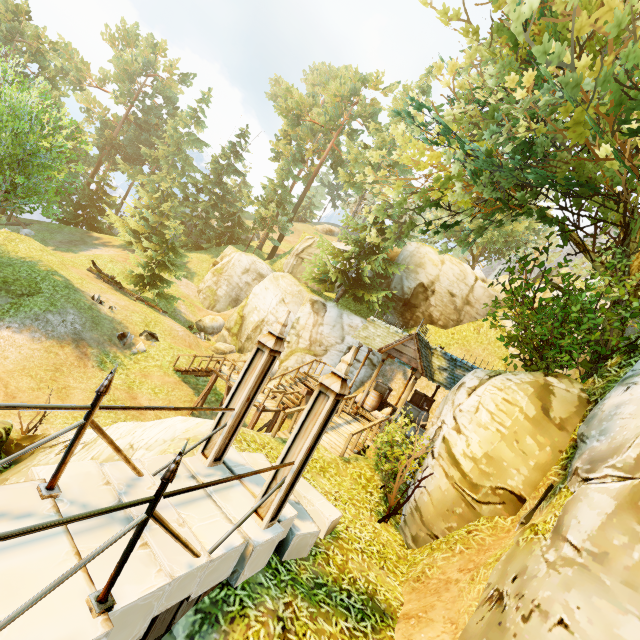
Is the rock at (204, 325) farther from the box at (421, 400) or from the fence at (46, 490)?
the fence at (46, 490)

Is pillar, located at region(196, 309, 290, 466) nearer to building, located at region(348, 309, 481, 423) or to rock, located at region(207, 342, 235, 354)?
→ building, located at region(348, 309, 481, 423)

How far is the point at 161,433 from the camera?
6.82m

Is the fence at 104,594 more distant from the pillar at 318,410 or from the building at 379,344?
the building at 379,344

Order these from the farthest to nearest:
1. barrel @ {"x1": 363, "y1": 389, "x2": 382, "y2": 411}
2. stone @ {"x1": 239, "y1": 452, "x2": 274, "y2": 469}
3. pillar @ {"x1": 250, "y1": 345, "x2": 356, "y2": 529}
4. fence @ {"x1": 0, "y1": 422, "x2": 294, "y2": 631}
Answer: barrel @ {"x1": 363, "y1": 389, "x2": 382, "y2": 411}
stone @ {"x1": 239, "y1": 452, "x2": 274, "y2": 469}
pillar @ {"x1": 250, "y1": 345, "x2": 356, "y2": 529}
fence @ {"x1": 0, "y1": 422, "x2": 294, "y2": 631}

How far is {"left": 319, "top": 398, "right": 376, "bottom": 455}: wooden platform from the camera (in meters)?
10.33

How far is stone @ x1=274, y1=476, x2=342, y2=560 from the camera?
5.0 meters

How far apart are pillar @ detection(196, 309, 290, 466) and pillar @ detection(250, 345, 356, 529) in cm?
96
